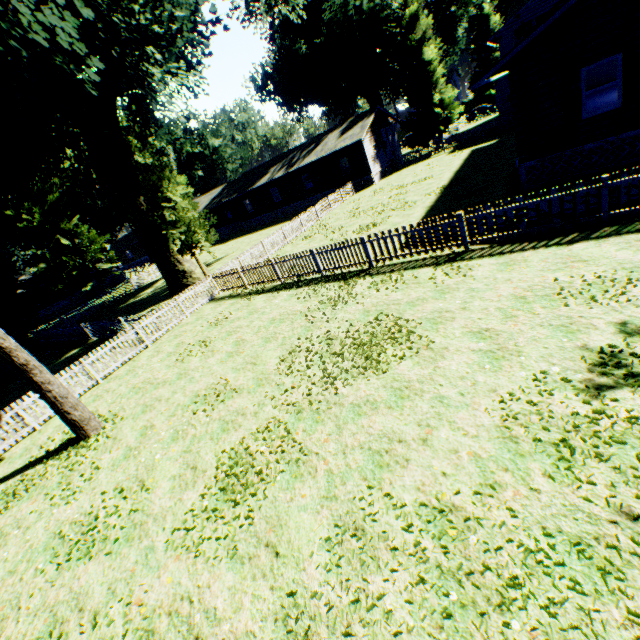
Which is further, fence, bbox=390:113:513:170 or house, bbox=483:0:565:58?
house, bbox=483:0:565:58

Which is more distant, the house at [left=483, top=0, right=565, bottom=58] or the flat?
the house at [left=483, top=0, right=565, bottom=58]

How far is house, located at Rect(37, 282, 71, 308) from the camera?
52.1m

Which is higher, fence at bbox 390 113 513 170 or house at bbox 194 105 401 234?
house at bbox 194 105 401 234

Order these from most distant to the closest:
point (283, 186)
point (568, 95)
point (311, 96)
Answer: point (311, 96), point (283, 186), point (568, 95)

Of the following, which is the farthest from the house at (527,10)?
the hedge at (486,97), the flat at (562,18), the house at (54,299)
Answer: the house at (54,299)

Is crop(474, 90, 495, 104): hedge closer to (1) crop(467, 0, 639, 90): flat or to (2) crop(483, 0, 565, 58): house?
(2) crop(483, 0, 565, 58): house

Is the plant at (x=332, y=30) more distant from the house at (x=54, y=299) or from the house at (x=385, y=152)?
the house at (x=54, y=299)
